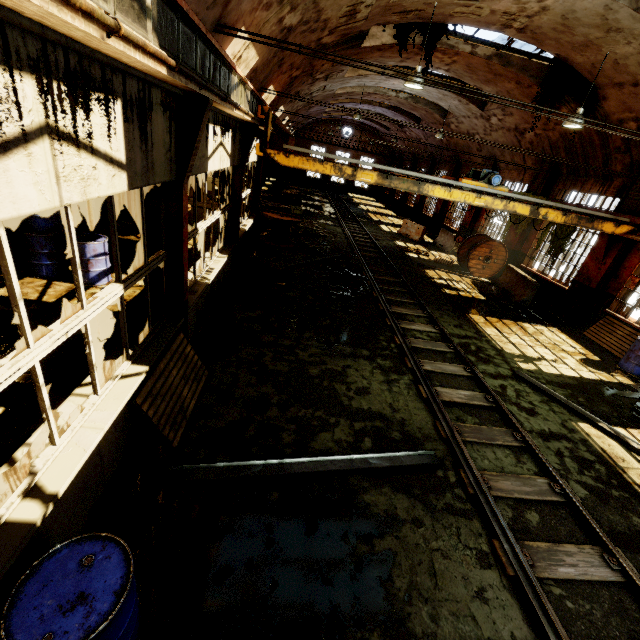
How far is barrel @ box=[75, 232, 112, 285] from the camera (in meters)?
7.45

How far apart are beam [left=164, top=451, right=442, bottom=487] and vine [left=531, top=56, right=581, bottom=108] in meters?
10.9

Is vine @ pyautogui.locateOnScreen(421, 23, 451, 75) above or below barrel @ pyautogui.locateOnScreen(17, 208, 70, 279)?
above

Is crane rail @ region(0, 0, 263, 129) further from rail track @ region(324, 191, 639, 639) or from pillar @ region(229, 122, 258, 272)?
rail track @ region(324, 191, 639, 639)

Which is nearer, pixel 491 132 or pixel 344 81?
pixel 344 81

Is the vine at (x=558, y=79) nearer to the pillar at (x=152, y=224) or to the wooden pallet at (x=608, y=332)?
the wooden pallet at (x=608, y=332)

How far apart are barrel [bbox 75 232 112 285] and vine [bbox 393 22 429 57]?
9.41m

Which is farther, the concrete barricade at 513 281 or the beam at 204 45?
the concrete barricade at 513 281
